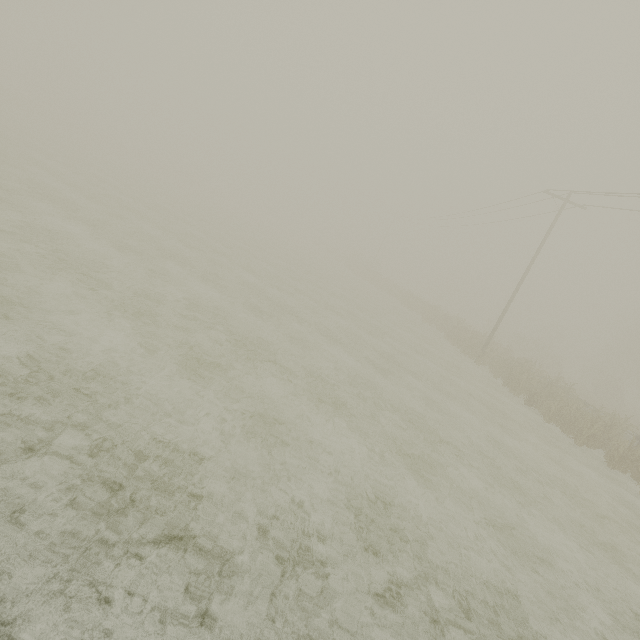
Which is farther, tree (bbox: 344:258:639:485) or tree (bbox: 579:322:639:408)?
tree (bbox: 579:322:639:408)

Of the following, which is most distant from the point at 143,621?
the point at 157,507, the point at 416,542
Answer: the point at 416,542

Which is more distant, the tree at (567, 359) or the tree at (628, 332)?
the tree at (628, 332)
